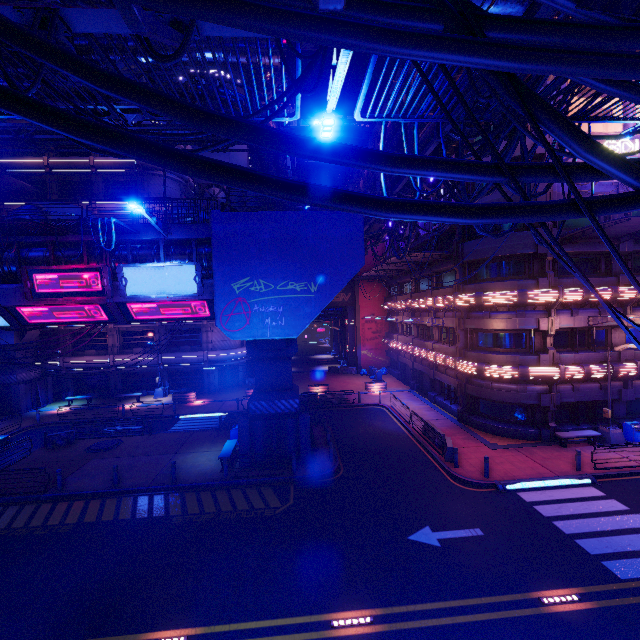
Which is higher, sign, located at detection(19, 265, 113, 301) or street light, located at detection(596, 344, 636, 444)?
sign, located at detection(19, 265, 113, 301)

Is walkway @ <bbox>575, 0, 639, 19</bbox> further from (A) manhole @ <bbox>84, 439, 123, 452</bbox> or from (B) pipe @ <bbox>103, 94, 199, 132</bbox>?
(A) manhole @ <bbox>84, 439, 123, 452</bbox>

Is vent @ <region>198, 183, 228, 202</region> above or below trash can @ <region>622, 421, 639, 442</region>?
above

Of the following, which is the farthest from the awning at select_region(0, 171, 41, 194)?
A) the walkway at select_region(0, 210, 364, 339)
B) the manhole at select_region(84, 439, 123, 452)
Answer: the manhole at select_region(84, 439, 123, 452)

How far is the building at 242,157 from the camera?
45.8 meters

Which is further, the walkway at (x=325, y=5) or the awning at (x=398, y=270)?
the awning at (x=398, y=270)

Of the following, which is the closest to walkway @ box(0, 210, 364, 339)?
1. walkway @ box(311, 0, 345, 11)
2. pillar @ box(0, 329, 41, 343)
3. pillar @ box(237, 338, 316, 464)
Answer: pillar @ box(237, 338, 316, 464)

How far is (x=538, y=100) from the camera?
2.18m
